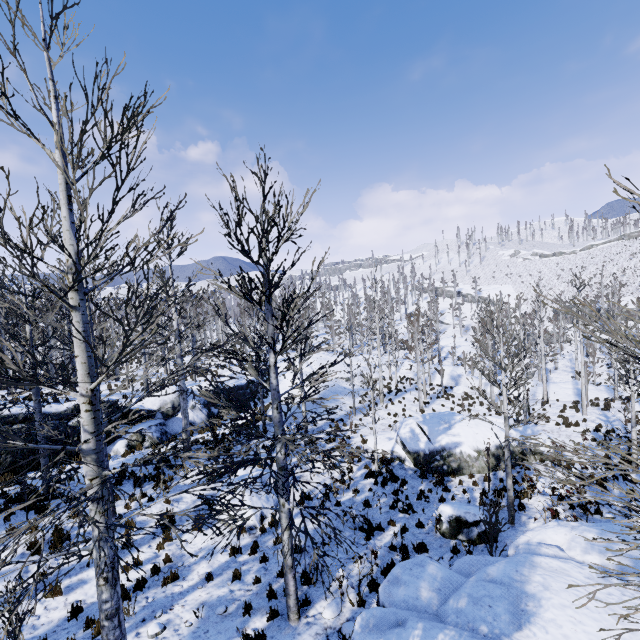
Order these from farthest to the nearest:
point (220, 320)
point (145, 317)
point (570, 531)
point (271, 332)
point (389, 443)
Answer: point (220, 320) → point (389, 443) → point (145, 317) → point (570, 531) → point (271, 332)

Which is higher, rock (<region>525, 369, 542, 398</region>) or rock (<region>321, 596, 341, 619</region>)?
rock (<region>321, 596, 341, 619</region>)

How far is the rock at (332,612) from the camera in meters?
7.6

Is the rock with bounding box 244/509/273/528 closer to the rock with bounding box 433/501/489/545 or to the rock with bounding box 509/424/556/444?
the rock with bounding box 509/424/556/444

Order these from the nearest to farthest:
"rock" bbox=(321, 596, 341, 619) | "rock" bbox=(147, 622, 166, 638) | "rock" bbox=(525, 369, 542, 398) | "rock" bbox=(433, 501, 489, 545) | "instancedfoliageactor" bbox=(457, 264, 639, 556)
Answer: "instancedfoliageactor" bbox=(457, 264, 639, 556) < "rock" bbox=(147, 622, 166, 638) < "rock" bbox=(321, 596, 341, 619) < "rock" bbox=(433, 501, 489, 545) < "rock" bbox=(525, 369, 542, 398)

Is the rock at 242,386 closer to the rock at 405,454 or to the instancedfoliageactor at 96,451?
the instancedfoliageactor at 96,451

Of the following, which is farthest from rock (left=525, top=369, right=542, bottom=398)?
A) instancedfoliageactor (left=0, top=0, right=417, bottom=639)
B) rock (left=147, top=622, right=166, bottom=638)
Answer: rock (left=147, top=622, right=166, bottom=638)

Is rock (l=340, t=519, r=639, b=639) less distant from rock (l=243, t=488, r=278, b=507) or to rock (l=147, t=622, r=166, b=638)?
rock (l=147, t=622, r=166, b=638)
